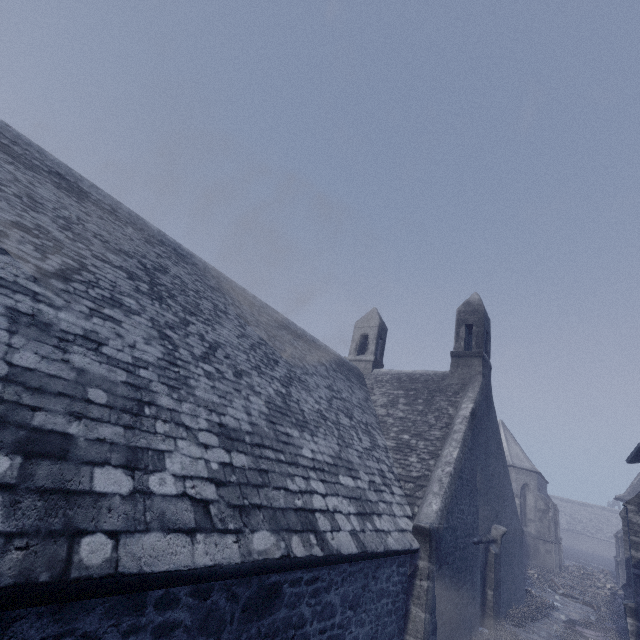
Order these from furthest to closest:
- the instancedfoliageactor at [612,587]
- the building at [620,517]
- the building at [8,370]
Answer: the instancedfoliageactor at [612,587], the building at [620,517], the building at [8,370]

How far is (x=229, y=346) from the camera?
7.1 meters

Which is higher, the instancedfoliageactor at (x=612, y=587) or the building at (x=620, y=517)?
the building at (x=620, y=517)

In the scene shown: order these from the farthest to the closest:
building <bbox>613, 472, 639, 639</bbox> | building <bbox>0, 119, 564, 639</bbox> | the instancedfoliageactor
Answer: the instancedfoliageactor < building <bbox>613, 472, 639, 639</bbox> < building <bbox>0, 119, 564, 639</bbox>

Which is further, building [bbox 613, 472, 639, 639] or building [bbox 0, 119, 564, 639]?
building [bbox 613, 472, 639, 639]

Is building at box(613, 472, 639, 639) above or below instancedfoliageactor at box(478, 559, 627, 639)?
above

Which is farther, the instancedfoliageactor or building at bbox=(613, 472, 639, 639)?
the instancedfoliageactor
